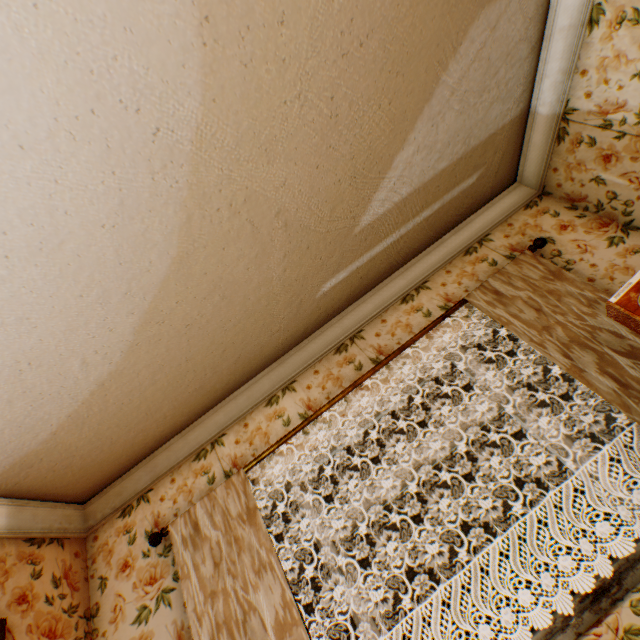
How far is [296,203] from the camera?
2.16m

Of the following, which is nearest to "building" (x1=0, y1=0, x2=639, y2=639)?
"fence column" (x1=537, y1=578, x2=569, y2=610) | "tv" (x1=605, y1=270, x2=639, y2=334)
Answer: "tv" (x1=605, y1=270, x2=639, y2=334)

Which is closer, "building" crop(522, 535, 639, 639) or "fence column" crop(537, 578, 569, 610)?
"building" crop(522, 535, 639, 639)

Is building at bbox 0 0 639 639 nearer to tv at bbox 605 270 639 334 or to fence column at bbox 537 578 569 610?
tv at bbox 605 270 639 334

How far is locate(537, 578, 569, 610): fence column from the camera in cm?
1118

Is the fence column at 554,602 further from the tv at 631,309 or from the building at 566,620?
the tv at 631,309

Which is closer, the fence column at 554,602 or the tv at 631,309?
the tv at 631,309
